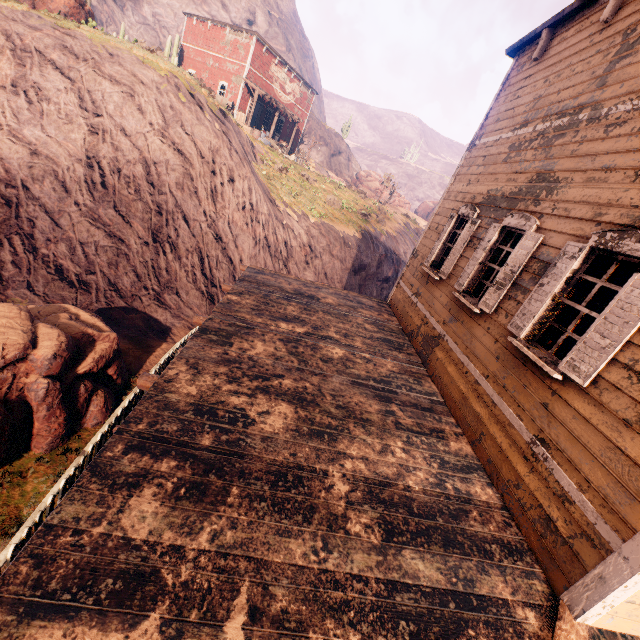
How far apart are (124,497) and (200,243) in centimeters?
1209cm

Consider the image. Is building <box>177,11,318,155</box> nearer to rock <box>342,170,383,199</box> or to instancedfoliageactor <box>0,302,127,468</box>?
instancedfoliageactor <box>0,302,127,468</box>

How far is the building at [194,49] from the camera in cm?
2570

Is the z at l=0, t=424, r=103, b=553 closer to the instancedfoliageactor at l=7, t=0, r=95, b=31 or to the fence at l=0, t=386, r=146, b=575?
the fence at l=0, t=386, r=146, b=575

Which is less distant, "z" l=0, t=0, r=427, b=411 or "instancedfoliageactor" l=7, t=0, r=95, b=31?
"z" l=0, t=0, r=427, b=411

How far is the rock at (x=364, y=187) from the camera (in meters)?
48.79

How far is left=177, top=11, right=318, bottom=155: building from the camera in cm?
2570

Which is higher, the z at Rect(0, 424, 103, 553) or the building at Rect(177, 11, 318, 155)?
the building at Rect(177, 11, 318, 155)
